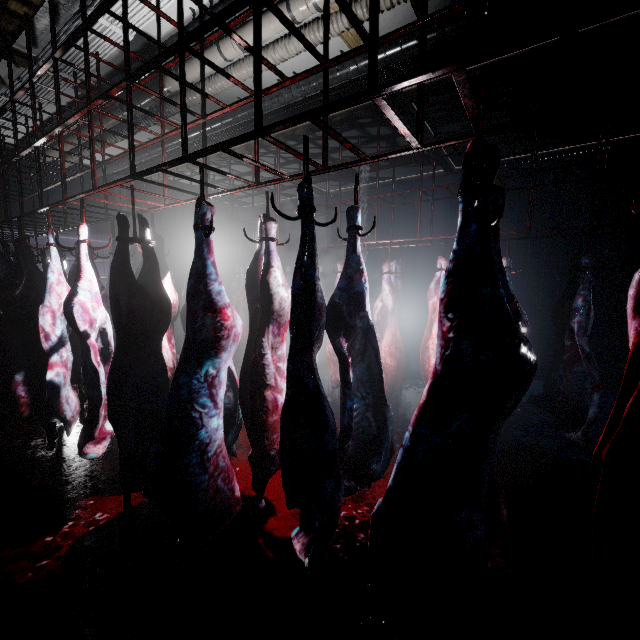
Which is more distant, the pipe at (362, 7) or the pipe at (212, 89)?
the pipe at (212, 89)

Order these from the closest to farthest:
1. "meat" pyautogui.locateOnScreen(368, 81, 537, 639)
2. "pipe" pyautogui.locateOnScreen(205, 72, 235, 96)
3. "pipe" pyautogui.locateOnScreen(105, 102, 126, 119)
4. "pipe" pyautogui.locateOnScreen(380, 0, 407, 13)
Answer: "meat" pyautogui.locateOnScreen(368, 81, 537, 639), "pipe" pyautogui.locateOnScreen(380, 0, 407, 13), "pipe" pyautogui.locateOnScreen(205, 72, 235, 96), "pipe" pyautogui.locateOnScreen(105, 102, 126, 119)

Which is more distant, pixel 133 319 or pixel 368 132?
pixel 368 132

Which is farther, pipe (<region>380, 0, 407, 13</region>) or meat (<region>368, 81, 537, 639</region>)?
pipe (<region>380, 0, 407, 13</region>)

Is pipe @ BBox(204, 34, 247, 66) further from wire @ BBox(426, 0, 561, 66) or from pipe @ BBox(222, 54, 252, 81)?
wire @ BBox(426, 0, 561, 66)

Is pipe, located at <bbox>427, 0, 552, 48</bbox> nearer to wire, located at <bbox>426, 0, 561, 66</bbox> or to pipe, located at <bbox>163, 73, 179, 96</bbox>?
wire, located at <bbox>426, 0, 561, 66</bbox>

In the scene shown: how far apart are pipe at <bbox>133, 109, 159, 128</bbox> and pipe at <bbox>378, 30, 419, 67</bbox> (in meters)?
0.37

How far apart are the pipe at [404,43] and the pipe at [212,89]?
0.37m
